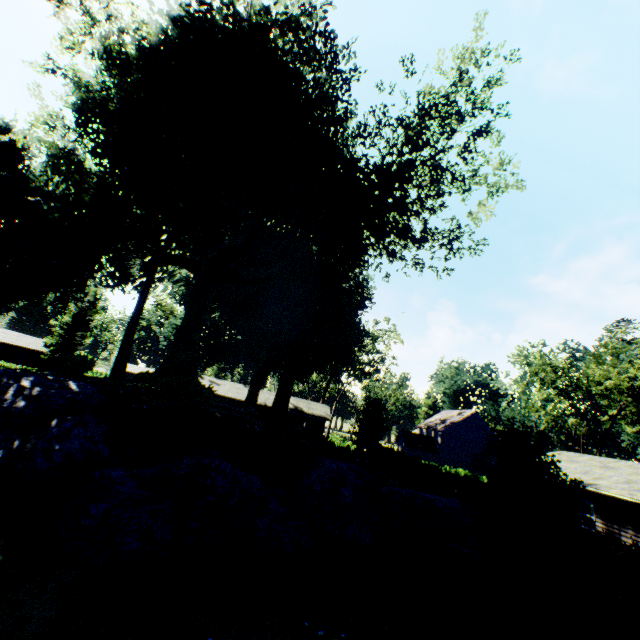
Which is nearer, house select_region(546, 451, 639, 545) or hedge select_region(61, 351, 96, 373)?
house select_region(546, 451, 639, 545)

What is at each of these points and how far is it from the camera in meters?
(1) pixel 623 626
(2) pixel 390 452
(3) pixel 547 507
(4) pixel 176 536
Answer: (1) hedge, 8.4 m
(2) hedge, 32.8 m
(3) plant, 9.1 m
(4) rock, 7.7 m

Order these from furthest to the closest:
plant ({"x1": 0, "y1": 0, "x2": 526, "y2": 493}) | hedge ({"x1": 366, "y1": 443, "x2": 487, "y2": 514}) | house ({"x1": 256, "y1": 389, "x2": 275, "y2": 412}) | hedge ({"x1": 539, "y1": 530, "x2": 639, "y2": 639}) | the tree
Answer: house ({"x1": 256, "y1": 389, "x2": 275, "y2": 412}), the tree, hedge ({"x1": 366, "y1": 443, "x2": 487, "y2": 514}), plant ({"x1": 0, "y1": 0, "x2": 526, "y2": 493}), hedge ({"x1": 539, "y1": 530, "x2": 639, "y2": 639})

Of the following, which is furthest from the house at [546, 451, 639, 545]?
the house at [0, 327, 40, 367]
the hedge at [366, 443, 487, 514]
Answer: the house at [0, 327, 40, 367]

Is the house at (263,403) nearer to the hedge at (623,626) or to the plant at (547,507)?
the plant at (547,507)

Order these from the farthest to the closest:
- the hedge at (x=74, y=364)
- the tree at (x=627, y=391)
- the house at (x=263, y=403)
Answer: the house at (x=263, y=403), the tree at (x=627, y=391), the hedge at (x=74, y=364)

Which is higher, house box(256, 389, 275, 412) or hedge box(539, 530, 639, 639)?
house box(256, 389, 275, 412)

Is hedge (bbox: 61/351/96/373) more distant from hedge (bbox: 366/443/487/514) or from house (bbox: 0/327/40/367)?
house (bbox: 0/327/40/367)
